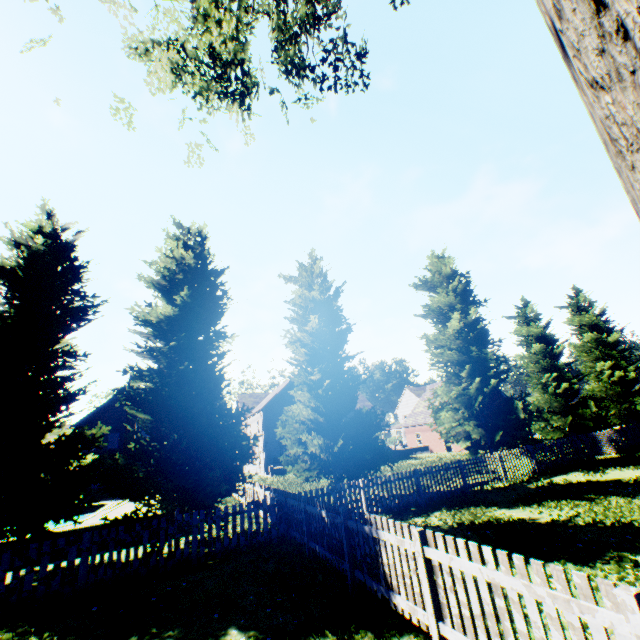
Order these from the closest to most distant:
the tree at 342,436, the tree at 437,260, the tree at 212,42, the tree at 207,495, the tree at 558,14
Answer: the tree at 558,14 → the tree at 212,42 → the tree at 207,495 → the tree at 342,436 → the tree at 437,260

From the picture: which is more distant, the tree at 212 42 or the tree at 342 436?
the tree at 342 436

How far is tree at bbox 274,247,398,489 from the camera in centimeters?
1351cm

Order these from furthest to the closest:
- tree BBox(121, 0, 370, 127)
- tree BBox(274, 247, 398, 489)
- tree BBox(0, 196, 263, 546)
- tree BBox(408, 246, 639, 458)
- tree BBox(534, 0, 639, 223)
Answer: tree BBox(408, 246, 639, 458) < tree BBox(274, 247, 398, 489) < tree BBox(0, 196, 263, 546) < tree BBox(121, 0, 370, 127) < tree BBox(534, 0, 639, 223)

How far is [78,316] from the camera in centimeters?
1205cm

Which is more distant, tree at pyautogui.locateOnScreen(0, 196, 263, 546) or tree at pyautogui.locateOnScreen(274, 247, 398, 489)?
tree at pyautogui.locateOnScreen(274, 247, 398, 489)
